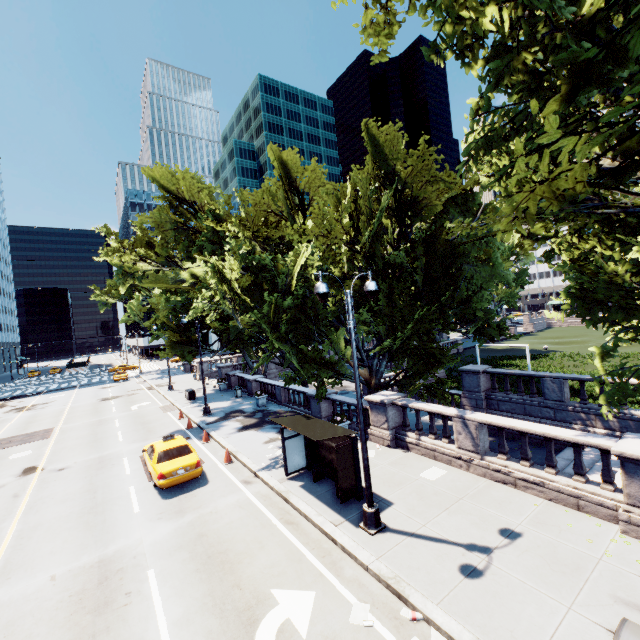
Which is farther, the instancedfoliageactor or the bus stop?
the bus stop

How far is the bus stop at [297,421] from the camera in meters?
10.5

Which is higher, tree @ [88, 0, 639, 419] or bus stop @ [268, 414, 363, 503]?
tree @ [88, 0, 639, 419]

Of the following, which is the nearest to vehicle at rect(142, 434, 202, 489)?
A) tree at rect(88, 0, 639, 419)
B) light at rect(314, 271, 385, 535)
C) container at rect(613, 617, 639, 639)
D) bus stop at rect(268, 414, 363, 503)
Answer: bus stop at rect(268, 414, 363, 503)

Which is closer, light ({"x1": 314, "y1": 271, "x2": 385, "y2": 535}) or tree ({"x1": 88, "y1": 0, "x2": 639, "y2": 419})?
tree ({"x1": 88, "y1": 0, "x2": 639, "y2": 419})

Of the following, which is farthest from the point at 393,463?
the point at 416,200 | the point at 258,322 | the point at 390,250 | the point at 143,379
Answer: the point at 143,379

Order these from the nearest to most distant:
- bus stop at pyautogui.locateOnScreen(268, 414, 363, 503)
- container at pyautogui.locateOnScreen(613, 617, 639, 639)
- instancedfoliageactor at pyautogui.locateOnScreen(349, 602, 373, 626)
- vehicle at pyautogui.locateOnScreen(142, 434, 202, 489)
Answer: container at pyautogui.locateOnScreen(613, 617, 639, 639) → instancedfoliageactor at pyautogui.locateOnScreen(349, 602, 373, 626) → bus stop at pyautogui.locateOnScreen(268, 414, 363, 503) → vehicle at pyautogui.locateOnScreen(142, 434, 202, 489)

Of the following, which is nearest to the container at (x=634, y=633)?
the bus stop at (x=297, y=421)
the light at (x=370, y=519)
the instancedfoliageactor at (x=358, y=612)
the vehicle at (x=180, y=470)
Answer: the instancedfoliageactor at (x=358, y=612)
